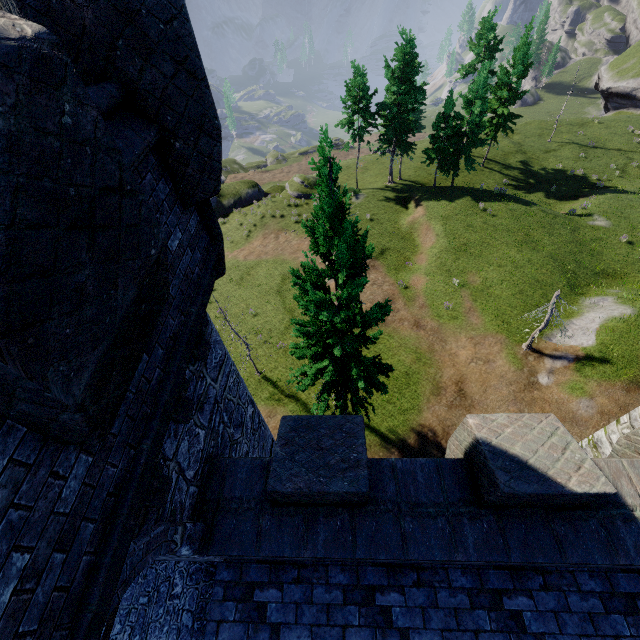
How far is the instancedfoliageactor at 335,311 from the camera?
8.3m

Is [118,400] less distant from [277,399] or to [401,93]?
[277,399]

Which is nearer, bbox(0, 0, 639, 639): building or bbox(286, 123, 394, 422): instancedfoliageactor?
bbox(0, 0, 639, 639): building

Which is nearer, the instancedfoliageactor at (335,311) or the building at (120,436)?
the building at (120,436)

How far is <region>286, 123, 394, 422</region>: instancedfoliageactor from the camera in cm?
827
